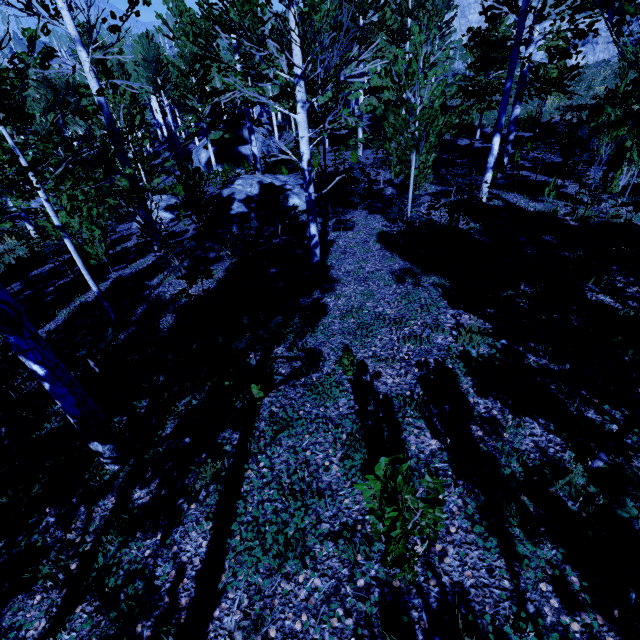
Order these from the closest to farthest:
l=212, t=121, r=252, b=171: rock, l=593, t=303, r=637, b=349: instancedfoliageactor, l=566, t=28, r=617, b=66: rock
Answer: l=593, t=303, r=637, b=349: instancedfoliageactor < l=212, t=121, r=252, b=171: rock < l=566, t=28, r=617, b=66: rock

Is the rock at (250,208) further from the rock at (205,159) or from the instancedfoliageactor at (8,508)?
the rock at (205,159)

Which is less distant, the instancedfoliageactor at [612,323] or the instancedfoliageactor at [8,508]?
the instancedfoliageactor at [8,508]

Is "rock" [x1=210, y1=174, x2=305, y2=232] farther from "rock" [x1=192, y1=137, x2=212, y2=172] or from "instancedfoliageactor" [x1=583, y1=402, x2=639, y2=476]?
"rock" [x1=192, y1=137, x2=212, y2=172]

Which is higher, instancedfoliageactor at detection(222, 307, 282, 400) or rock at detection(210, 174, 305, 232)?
instancedfoliageactor at detection(222, 307, 282, 400)

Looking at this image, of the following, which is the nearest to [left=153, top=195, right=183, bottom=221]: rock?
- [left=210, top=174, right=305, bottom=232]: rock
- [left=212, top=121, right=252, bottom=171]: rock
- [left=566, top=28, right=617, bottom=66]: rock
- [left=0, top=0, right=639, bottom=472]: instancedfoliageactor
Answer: [left=210, top=174, right=305, bottom=232]: rock

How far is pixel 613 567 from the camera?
2.3 meters

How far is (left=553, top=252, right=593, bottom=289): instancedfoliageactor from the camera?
5.13m
